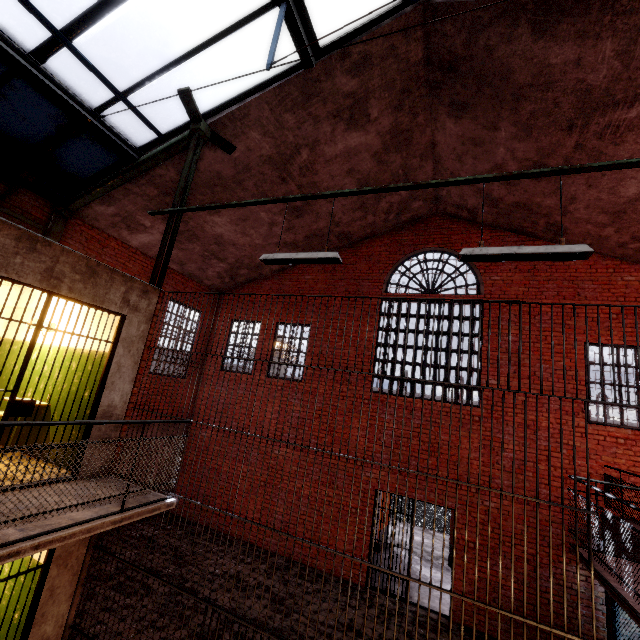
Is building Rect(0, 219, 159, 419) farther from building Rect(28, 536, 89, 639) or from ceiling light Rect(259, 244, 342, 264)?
ceiling light Rect(259, 244, 342, 264)

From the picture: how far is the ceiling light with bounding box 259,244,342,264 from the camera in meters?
4.2 m

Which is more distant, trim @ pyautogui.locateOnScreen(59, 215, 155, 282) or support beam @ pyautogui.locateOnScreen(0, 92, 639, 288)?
trim @ pyautogui.locateOnScreen(59, 215, 155, 282)

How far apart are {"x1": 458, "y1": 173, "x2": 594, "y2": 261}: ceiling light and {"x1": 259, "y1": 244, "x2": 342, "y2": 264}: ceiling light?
1.4 meters

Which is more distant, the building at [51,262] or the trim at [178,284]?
the trim at [178,284]

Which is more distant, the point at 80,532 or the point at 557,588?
the point at 557,588

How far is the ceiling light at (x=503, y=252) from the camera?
3.19m

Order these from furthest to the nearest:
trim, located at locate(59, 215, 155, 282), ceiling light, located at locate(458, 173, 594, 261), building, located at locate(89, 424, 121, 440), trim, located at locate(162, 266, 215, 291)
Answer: trim, located at locate(162, 266, 215, 291) → trim, located at locate(59, 215, 155, 282) → building, located at locate(89, 424, 121, 440) → ceiling light, located at locate(458, 173, 594, 261)
